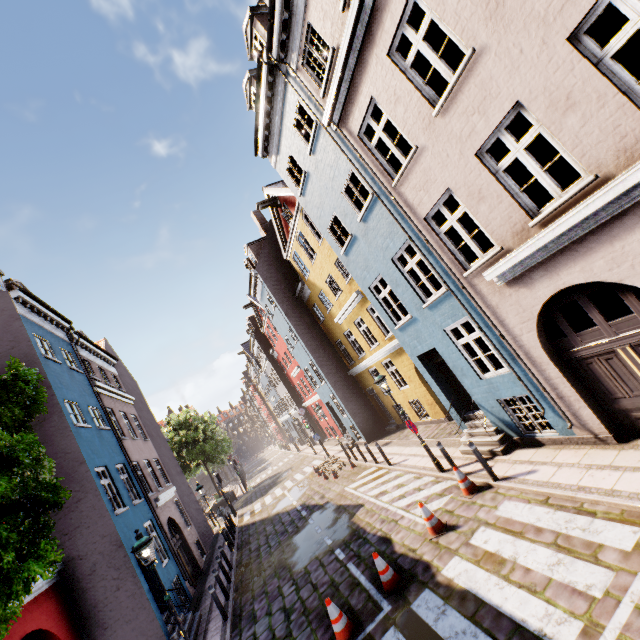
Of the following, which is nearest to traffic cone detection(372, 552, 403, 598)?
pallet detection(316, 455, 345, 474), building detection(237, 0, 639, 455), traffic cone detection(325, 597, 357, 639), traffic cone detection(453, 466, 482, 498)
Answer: traffic cone detection(325, 597, 357, 639)

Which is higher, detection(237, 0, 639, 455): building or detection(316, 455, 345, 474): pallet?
detection(237, 0, 639, 455): building

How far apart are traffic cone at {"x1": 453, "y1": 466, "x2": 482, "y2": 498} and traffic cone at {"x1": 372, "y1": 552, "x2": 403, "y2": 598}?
2.6 meters

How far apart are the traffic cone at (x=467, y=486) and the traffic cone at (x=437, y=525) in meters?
0.9

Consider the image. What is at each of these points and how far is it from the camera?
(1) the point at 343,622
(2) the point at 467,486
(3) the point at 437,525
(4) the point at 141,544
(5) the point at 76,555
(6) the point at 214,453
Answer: (1) traffic cone, 6.59m
(2) traffic cone, 8.51m
(3) traffic cone, 7.85m
(4) street light, 7.55m
(5) building, 10.05m
(6) tree, 34.38m

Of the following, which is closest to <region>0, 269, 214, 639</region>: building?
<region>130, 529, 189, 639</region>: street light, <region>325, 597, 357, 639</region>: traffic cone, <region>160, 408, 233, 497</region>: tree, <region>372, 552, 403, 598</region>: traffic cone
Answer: <region>160, 408, 233, 497</region>: tree

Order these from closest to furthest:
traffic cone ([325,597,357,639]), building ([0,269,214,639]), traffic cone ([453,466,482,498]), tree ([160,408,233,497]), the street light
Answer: traffic cone ([325,597,357,639]) < the street light < traffic cone ([453,466,482,498]) < building ([0,269,214,639]) < tree ([160,408,233,497])

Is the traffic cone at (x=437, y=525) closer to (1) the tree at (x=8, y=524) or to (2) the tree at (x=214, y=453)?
(1) the tree at (x=8, y=524)
